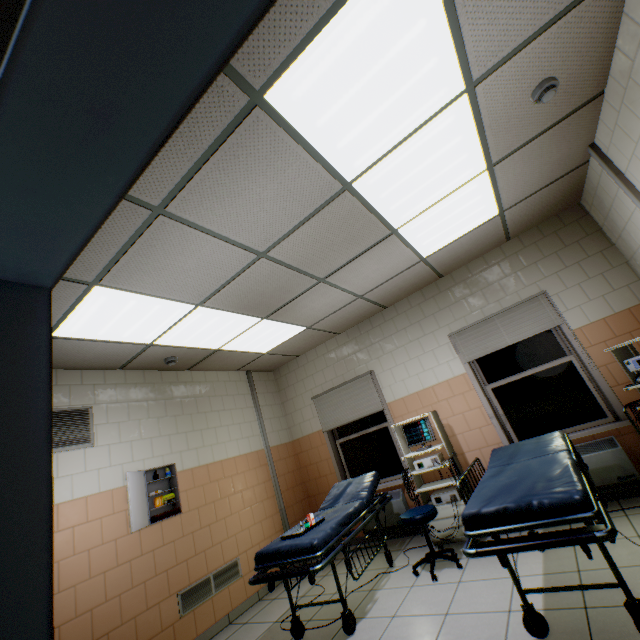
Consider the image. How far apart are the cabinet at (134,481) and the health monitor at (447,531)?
3.0m

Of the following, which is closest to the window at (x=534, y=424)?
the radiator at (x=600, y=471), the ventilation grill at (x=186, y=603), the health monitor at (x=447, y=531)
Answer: the radiator at (x=600, y=471)

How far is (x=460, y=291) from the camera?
4.8m

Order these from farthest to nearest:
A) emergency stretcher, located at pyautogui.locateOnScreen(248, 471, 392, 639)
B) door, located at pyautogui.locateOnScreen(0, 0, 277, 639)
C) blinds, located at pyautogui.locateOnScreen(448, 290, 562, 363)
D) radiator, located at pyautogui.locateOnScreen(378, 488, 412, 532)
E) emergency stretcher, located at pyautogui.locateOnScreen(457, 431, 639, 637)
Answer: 1. radiator, located at pyautogui.locateOnScreen(378, 488, 412, 532)
2. blinds, located at pyautogui.locateOnScreen(448, 290, 562, 363)
3. emergency stretcher, located at pyautogui.locateOnScreen(248, 471, 392, 639)
4. emergency stretcher, located at pyautogui.locateOnScreen(457, 431, 639, 637)
5. door, located at pyautogui.locateOnScreen(0, 0, 277, 639)

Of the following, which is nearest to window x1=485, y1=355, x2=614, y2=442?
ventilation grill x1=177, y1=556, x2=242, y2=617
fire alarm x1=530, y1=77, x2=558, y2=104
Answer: fire alarm x1=530, y1=77, x2=558, y2=104

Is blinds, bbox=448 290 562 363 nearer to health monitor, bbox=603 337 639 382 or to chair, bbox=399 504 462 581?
health monitor, bbox=603 337 639 382

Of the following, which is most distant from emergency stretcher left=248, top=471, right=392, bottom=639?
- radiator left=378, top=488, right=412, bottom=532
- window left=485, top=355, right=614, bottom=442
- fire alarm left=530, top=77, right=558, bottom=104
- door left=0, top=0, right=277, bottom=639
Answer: fire alarm left=530, top=77, right=558, bottom=104

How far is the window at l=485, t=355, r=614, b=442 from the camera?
3.9 meters
